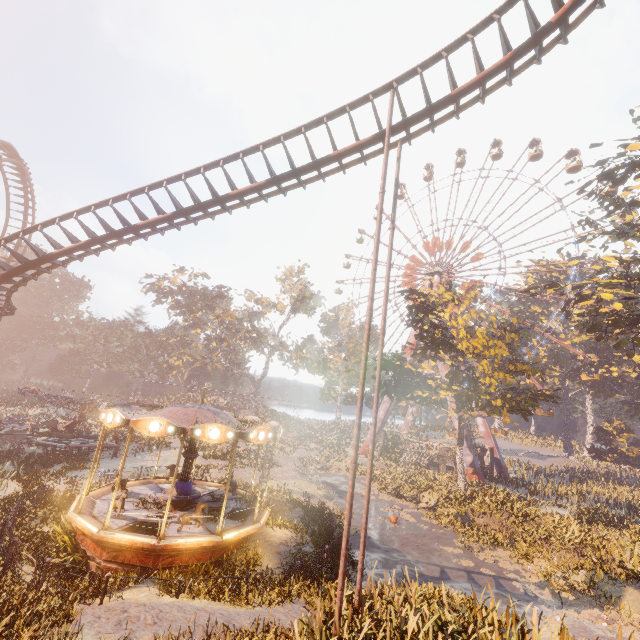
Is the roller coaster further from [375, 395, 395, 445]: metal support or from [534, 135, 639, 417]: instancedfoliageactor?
[375, 395, 395, 445]: metal support

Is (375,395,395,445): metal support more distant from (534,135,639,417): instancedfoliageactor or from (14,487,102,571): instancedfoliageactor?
(14,487,102,571): instancedfoliageactor

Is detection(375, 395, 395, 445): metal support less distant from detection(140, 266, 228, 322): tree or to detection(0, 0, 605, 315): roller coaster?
detection(0, 0, 605, 315): roller coaster

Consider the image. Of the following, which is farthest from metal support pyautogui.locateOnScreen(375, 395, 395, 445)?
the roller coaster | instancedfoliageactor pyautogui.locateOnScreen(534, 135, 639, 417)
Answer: the roller coaster

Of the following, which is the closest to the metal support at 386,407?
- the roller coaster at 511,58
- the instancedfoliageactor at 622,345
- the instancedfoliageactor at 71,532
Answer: the instancedfoliageactor at 622,345

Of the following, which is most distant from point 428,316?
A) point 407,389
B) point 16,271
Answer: point 16,271

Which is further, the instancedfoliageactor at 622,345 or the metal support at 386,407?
the metal support at 386,407

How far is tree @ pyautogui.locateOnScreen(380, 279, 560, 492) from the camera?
23.9m
